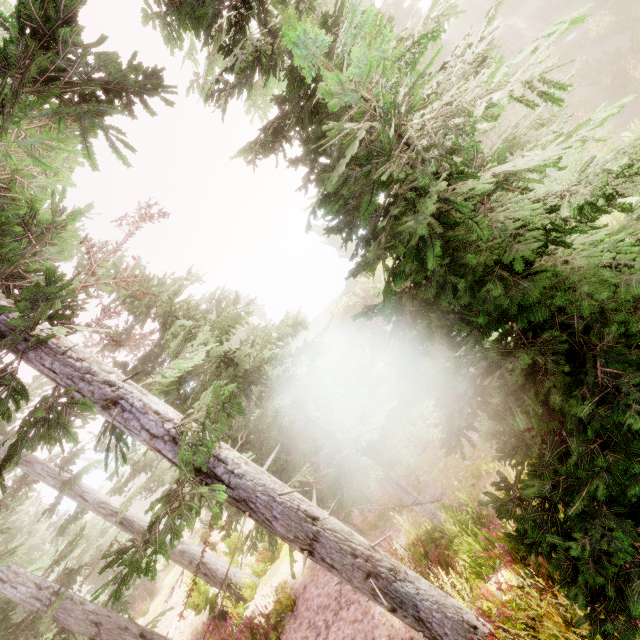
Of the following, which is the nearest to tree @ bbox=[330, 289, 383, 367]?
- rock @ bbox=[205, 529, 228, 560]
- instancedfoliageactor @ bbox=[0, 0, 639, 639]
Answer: instancedfoliageactor @ bbox=[0, 0, 639, 639]

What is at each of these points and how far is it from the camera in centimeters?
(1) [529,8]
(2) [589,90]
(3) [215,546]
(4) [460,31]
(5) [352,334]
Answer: (1) rock, 3120cm
(2) rock, 1741cm
(3) rock, 1608cm
(4) rock, 3866cm
(5) tree, 2267cm

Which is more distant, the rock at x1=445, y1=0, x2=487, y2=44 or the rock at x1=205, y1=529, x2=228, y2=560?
the rock at x1=445, y1=0, x2=487, y2=44

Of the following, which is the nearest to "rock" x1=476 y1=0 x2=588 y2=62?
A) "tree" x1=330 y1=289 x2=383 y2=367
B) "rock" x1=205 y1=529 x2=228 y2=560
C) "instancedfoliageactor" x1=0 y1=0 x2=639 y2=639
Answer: "instancedfoliageactor" x1=0 y1=0 x2=639 y2=639

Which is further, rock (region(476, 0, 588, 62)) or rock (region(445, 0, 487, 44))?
rock (region(445, 0, 487, 44))

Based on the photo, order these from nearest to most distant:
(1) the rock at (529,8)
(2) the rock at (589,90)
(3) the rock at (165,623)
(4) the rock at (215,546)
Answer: (3) the rock at (165,623)
(4) the rock at (215,546)
(2) the rock at (589,90)
(1) the rock at (529,8)

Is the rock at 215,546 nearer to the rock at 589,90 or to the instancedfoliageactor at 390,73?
the instancedfoliageactor at 390,73

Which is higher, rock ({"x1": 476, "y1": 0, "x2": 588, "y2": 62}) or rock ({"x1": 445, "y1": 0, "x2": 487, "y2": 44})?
rock ({"x1": 445, "y1": 0, "x2": 487, "y2": 44})
